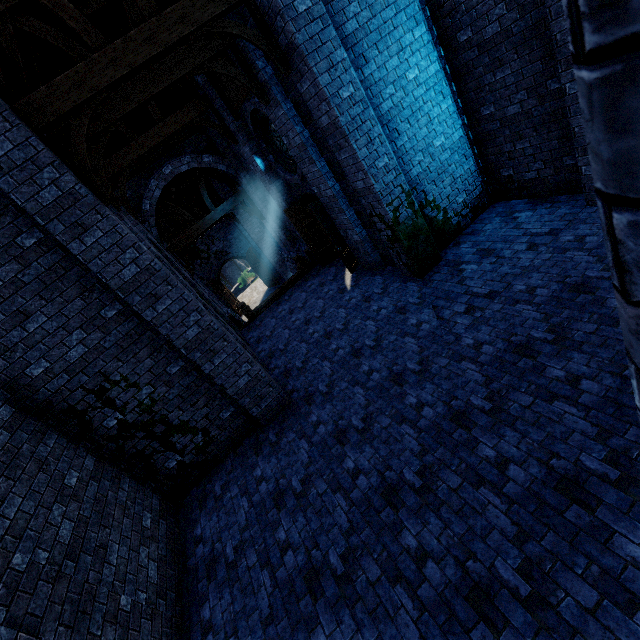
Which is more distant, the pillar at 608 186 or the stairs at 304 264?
the stairs at 304 264

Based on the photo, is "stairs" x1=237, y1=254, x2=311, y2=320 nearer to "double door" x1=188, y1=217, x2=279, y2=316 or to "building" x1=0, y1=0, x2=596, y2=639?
"building" x1=0, y1=0, x2=596, y2=639

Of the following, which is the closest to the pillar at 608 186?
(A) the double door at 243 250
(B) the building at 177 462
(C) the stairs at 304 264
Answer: (B) the building at 177 462

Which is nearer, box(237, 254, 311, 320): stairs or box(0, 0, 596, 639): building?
box(0, 0, 596, 639): building

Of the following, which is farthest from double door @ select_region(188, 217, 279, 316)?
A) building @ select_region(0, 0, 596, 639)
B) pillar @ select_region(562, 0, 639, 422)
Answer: pillar @ select_region(562, 0, 639, 422)

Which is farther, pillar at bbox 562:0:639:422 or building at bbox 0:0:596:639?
building at bbox 0:0:596:639

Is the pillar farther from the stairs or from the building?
the stairs

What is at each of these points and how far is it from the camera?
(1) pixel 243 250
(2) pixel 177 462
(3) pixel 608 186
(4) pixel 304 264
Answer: (1) double door, 23.9 meters
(2) building, 6.9 meters
(3) pillar, 0.5 meters
(4) stairs, 13.0 meters
